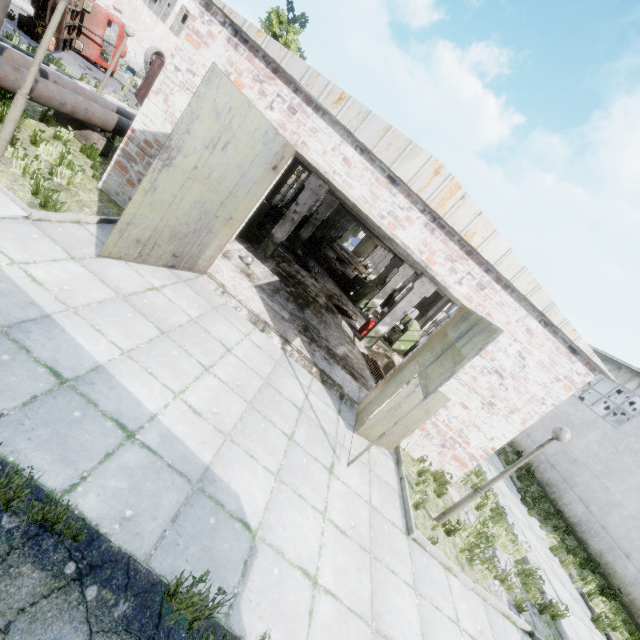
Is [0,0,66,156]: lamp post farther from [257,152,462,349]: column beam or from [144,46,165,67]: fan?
[144,46,165,67]: fan

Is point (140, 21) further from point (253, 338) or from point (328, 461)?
→ point (328, 461)

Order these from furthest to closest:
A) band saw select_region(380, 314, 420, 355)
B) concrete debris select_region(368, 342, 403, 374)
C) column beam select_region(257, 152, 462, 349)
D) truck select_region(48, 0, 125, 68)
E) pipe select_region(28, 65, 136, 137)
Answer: band saw select_region(380, 314, 420, 355), truck select_region(48, 0, 125, 68), concrete debris select_region(368, 342, 403, 374), column beam select_region(257, 152, 462, 349), pipe select_region(28, 65, 136, 137)

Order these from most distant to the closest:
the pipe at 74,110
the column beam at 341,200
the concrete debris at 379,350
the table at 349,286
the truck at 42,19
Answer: the table at 349,286
the truck at 42,19
the concrete debris at 379,350
the column beam at 341,200
the pipe at 74,110

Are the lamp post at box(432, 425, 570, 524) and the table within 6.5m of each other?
no

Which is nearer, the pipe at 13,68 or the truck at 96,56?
the pipe at 13,68

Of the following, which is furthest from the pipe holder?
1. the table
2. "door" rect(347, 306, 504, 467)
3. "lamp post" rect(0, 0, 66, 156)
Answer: the table

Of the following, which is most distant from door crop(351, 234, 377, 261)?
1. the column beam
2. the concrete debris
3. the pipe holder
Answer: the pipe holder
